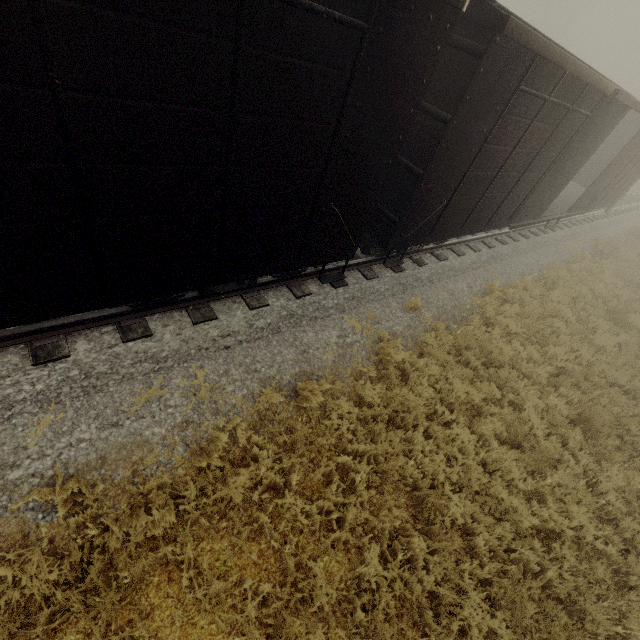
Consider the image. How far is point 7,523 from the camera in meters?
3.3

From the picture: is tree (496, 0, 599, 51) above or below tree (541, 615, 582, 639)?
above

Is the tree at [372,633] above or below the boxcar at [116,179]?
below

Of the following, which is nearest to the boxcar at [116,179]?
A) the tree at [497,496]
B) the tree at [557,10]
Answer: the tree at [497,496]

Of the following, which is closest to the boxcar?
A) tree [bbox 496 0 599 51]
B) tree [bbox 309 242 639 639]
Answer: tree [bbox 309 242 639 639]
